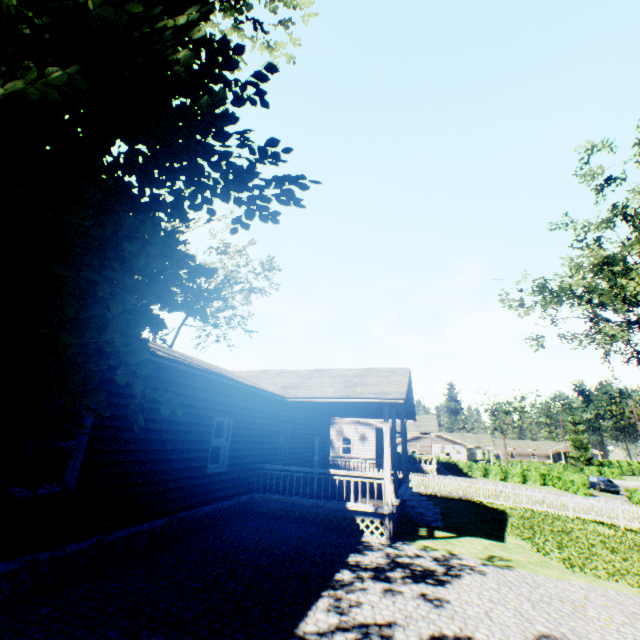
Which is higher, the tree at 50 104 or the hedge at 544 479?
the tree at 50 104

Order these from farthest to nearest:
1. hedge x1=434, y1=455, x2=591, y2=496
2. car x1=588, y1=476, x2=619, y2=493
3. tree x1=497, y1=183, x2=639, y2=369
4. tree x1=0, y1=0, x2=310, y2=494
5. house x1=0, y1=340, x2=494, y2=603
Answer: car x1=588, y1=476, x2=619, y2=493 < hedge x1=434, y1=455, x2=591, y2=496 < tree x1=497, y1=183, x2=639, y2=369 < house x1=0, y1=340, x2=494, y2=603 < tree x1=0, y1=0, x2=310, y2=494

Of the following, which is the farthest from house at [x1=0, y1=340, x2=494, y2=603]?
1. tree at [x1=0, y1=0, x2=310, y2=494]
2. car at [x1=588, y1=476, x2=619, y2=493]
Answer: car at [x1=588, y1=476, x2=619, y2=493]

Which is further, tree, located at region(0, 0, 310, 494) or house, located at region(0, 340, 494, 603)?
house, located at region(0, 340, 494, 603)

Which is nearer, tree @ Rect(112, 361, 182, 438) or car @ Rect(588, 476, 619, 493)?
tree @ Rect(112, 361, 182, 438)

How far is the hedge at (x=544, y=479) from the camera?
33.91m

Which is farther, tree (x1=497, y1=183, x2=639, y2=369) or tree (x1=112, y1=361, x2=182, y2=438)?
tree (x1=497, y1=183, x2=639, y2=369)

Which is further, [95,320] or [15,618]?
[15,618]
